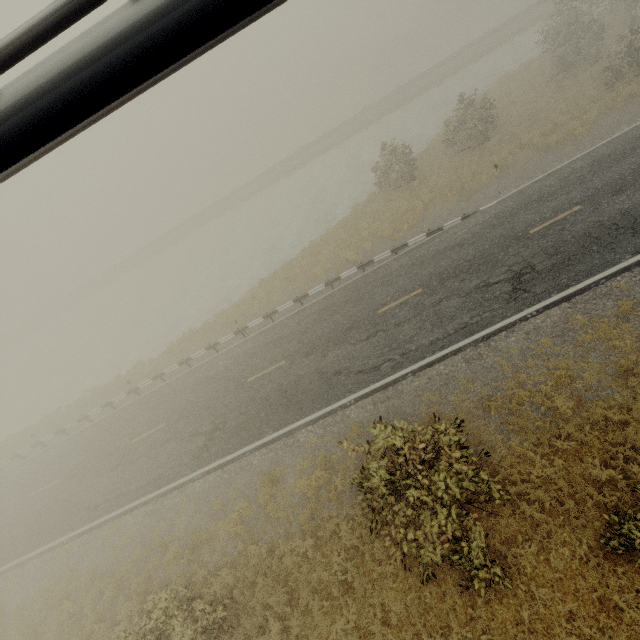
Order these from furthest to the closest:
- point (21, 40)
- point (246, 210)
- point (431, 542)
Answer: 1. point (246, 210)
2. point (431, 542)
3. point (21, 40)
